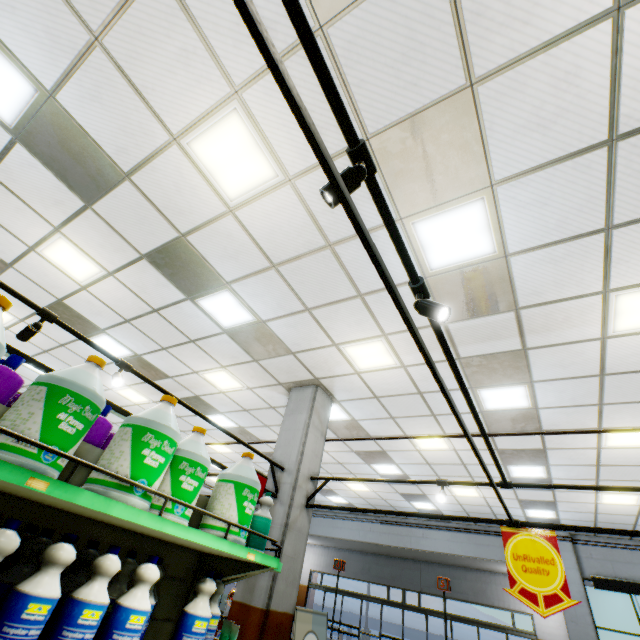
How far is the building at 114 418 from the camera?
10.33m

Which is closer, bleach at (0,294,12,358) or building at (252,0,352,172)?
bleach at (0,294,12,358)

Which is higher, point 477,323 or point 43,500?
point 477,323

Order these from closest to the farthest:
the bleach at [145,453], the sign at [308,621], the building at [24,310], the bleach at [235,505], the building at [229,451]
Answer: the bleach at [145,453] < the bleach at [235,505] < the sign at [308,621] < the building at [229,451] < the building at [24,310]

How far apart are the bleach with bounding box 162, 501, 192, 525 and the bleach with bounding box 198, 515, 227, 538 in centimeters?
15cm

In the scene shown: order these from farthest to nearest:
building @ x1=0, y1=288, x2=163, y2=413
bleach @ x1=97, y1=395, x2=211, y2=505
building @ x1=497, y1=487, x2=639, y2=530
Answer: building @ x1=497, y1=487, x2=639, y2=530
building @ x1=0, y1=288, x2=163, y2=413
bleach @ x1=97, y1=395, x2=211, y2=505

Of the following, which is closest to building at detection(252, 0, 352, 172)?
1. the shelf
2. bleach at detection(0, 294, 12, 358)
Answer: the shelf

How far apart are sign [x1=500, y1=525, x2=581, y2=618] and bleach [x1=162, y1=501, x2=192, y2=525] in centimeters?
377cm
